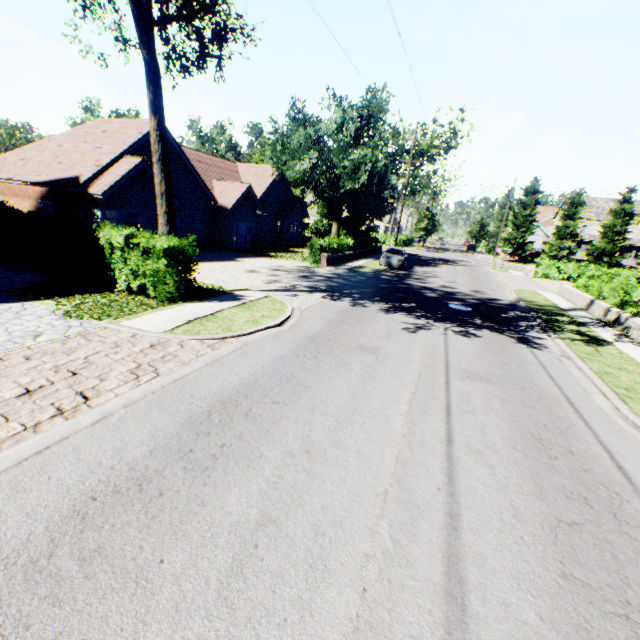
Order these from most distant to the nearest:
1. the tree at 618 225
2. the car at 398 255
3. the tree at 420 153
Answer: the tree at 618 225 < the tree at 420 153 < the car at 398 255

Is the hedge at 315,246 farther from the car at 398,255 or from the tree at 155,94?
the car at 398,255

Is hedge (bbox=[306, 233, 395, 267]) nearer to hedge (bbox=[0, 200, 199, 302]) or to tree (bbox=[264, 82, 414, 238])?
tree (bbox=[264, 82, 414, 238])

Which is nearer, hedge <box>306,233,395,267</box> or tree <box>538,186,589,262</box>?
hedge <box>306,233,395,267</box>

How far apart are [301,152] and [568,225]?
40.2m

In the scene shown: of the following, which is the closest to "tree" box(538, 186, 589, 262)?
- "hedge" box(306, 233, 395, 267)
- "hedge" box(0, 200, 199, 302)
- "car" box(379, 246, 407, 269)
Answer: "hedge" box(0, 200, 199, 302)

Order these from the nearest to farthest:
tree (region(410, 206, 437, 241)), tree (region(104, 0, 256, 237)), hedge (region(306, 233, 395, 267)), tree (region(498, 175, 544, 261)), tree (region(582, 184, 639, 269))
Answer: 1. tree (region(104, 0, 256, 237))
2. hedge (region(306, 233, 395, 267))
3. tree (region(582, 184, 639, 269))
4. tree (region(498, 175, 544, 261))
5. tree (region(410, 206, 437, 241))

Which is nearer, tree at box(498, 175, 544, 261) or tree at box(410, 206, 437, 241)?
tree at box(498, 175, 544, 261)
